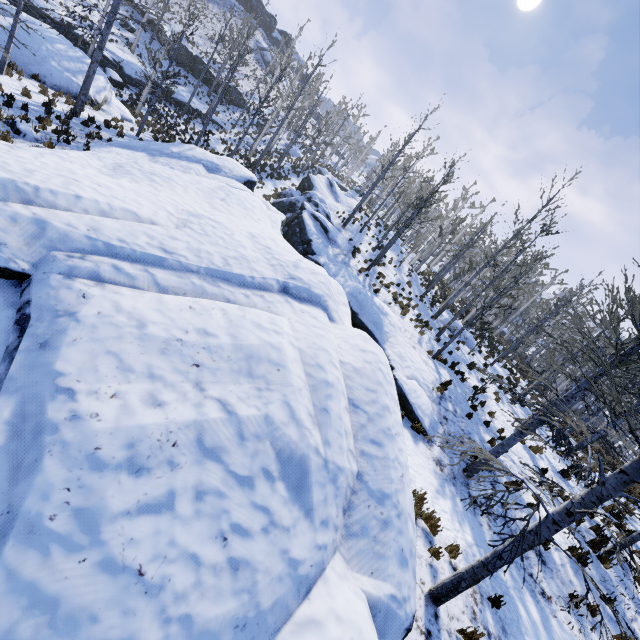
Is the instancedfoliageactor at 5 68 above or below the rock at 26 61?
below

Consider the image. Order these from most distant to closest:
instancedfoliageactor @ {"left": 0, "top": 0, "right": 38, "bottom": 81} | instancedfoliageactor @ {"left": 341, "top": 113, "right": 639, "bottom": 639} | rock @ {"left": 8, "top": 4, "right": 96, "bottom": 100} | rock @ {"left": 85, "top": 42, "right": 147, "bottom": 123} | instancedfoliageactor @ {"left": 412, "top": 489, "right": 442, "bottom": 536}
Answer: rock @ {"left": 85, "top": 42, "right": 147, "bottom": 123}, rock @ {"left": 8, "top": 4, "right": 96, "bottom": 100}, instancedfoliageactor @ {"left": 0, "top": 0, "right": 38, "bottom": 81}, instancedfoliageactor @ {"left": 412, "top": 489, "right": 442, "bottom": 536}, instancedfoliageactor @ {"left": 341, "top": 113, "right": 639, "bottom": 639}

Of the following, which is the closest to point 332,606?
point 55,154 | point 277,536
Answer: point 277,536

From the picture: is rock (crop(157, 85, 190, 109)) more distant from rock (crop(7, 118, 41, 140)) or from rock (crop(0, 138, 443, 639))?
rock (crop(7, 118, 41, 140))

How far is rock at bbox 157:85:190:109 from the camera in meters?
29.8 m

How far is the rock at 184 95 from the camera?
29.8m

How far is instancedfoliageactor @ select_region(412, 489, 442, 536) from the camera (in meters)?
6.85

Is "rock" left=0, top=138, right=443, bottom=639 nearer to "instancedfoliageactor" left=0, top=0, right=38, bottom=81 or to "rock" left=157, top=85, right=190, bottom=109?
"instancedfoliageactor" left=0, top=0, right=38, bottom=81
